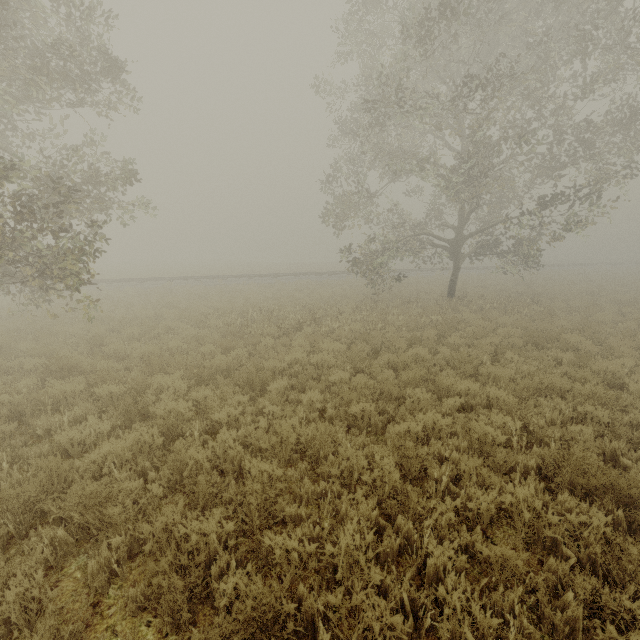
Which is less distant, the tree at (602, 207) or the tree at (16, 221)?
the tree at (16, 221)

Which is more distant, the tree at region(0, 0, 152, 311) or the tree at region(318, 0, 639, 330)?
the tree at region(318, 0, 639, 330)

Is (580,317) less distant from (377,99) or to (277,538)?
(377,99)
